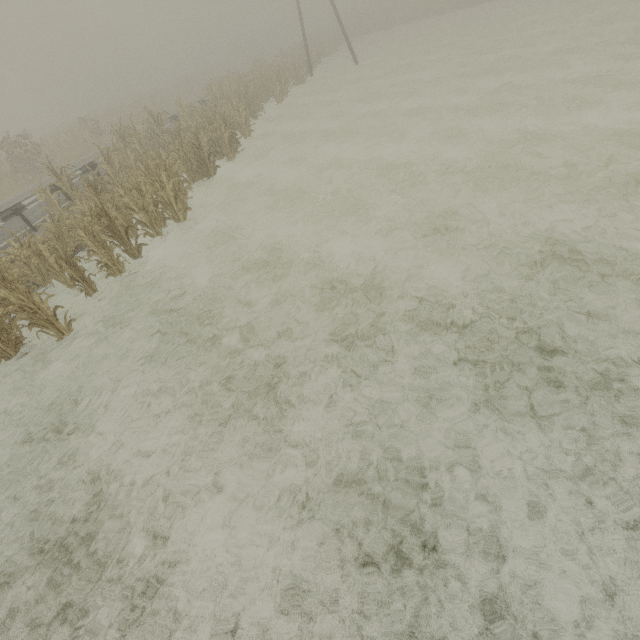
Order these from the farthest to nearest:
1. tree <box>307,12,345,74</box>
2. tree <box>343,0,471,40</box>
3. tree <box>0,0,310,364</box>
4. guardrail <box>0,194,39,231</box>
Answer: tree <box>343,0,471,40</box>, tree <box>307,12,345,74</box>, guardrail <box>0,194,39,231</box>, tree <box>0,0,310,364</box>

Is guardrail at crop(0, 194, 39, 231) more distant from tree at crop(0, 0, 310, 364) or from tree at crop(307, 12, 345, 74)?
tree at crop(0, 0, 310, 364)

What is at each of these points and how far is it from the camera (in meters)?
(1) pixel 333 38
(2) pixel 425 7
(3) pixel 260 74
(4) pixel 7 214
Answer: (1) tree, 41.72
(2) tree, 38.44
(3) tree, 21.39
(4) guardrail, 10.91

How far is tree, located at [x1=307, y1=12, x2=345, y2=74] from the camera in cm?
3072

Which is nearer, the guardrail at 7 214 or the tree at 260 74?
the tree at 260 74

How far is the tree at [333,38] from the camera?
30.7m

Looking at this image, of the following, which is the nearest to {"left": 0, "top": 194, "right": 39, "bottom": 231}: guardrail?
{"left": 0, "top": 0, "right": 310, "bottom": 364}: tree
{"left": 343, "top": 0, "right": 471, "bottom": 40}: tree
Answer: {"left": 343, "top": 0, "right": 471, "bottom": 40}: tree
